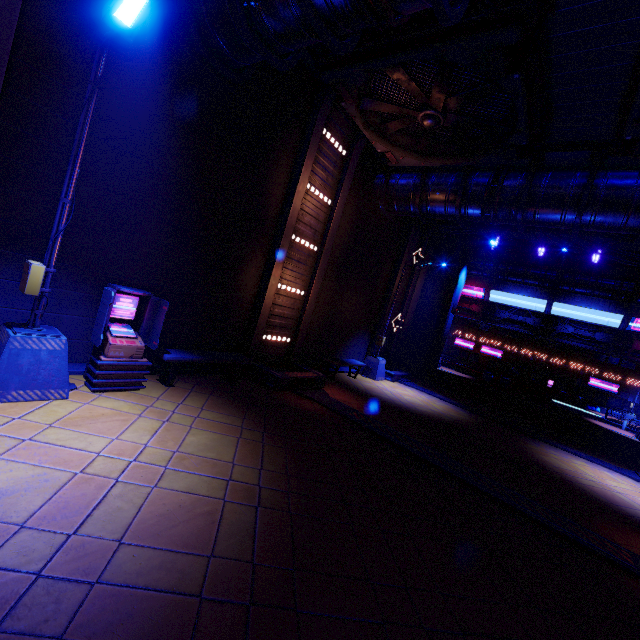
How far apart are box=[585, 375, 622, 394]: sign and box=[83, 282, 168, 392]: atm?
45.60m

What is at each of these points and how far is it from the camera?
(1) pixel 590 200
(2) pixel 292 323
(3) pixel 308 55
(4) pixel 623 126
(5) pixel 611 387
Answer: (1) walkway, 9.2m
(2) tunnel, 11.5m
(3) beam, 8.8m
(4) vent, 7.1m
(5) sign, 35.4m

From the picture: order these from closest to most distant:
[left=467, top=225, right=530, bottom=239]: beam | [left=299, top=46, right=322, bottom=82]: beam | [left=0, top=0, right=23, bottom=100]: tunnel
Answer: [left=0, top=0, right=23, bottom=100]: tunnel → [left=299, top=46, right=322, bottom=82]: beam → [left=467, top=225, right=530, bottom=239]: beam

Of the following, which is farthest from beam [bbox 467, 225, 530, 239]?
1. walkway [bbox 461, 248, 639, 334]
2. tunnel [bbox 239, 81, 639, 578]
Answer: walkway [bbox 461, 248, 639, 334]

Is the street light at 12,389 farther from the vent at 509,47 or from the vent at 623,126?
the vent at 623,126

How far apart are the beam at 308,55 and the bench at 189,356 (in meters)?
8.42

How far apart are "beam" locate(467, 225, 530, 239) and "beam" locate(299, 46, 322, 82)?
11.1 meters

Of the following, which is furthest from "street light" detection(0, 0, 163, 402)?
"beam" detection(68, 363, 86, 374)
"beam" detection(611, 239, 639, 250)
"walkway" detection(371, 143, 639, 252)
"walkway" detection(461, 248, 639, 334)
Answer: "walkway" detection(461, 248, 639, 334)
